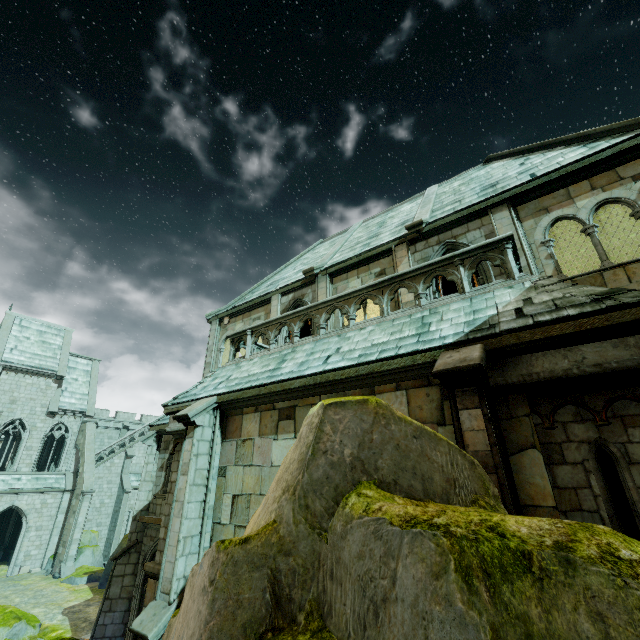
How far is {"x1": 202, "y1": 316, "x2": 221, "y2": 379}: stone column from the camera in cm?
1562

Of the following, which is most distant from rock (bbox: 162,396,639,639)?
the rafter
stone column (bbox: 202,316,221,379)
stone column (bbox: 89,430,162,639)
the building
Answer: the building

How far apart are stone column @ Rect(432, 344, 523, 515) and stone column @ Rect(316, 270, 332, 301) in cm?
596

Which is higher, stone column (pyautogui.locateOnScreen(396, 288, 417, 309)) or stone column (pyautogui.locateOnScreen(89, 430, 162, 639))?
stone column (pyautogui.locateOnScreen(396, 288, 417, 309))

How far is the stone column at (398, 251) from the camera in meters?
10.9 m

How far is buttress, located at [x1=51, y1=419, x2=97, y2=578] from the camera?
24.57m

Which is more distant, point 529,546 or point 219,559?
point 219,559

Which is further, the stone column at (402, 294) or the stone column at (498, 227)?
the stone column at (402, 294)
